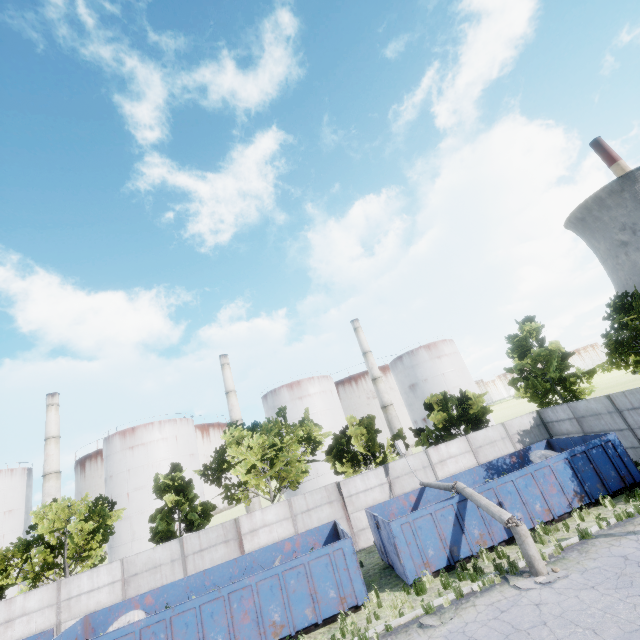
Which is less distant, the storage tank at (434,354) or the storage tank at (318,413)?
the storage tank at (318,413)

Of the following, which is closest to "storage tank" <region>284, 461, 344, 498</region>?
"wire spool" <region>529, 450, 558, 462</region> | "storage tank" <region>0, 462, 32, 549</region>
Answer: "wire spool" <region>529, 450, 558, 462</region>

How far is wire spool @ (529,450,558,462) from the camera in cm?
1709

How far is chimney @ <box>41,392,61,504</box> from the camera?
42.6m

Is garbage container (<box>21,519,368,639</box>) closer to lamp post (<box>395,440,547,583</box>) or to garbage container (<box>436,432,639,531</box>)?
garbage container (<box>436,432,639,531</box>)

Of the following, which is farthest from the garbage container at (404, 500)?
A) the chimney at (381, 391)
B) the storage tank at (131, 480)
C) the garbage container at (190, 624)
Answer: the storage tank at (131, 480)

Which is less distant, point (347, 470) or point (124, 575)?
point (124, 575)

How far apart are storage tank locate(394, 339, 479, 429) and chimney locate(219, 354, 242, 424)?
28.55m
